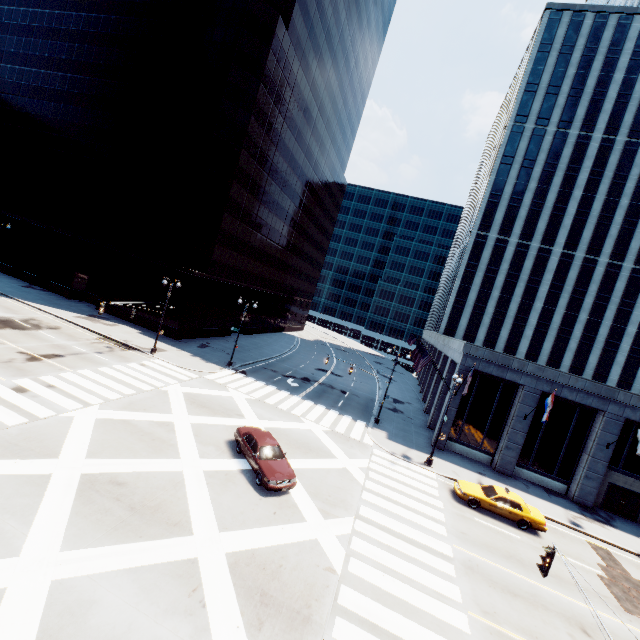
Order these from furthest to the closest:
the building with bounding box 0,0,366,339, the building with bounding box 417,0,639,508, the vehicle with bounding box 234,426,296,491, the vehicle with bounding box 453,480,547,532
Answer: the building with bounding box 0,0,366,339, the building with bounding box 417,0,639,508, the vehicle with bounding box 453,480,547,532, the vehicle with bounding box 234,426,296,491

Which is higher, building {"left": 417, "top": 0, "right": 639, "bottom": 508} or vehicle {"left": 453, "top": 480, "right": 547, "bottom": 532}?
building {"left": 417, "top": 0, "right": 639, "bottom": 508}

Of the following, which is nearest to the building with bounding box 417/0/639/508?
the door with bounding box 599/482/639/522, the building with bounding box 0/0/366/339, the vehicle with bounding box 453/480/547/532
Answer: → the door with bounding box 599/482/639/522

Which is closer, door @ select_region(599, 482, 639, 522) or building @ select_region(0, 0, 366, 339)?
door @ select_region(599, 482, 639, 522)

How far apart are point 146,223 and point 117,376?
23.3 meters

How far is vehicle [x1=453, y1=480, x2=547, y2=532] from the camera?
19.5 meters

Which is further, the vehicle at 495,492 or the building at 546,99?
the building at 546,99

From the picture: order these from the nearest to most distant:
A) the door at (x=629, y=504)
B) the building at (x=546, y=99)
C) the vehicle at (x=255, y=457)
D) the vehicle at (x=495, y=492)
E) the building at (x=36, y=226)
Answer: the vehicle at (x=255, y=457)
the vehicle at (x=495, y=492)
the door at (x=629, y=504)
the building at (x=546, y=99)
the building at (x=36, y=226)
